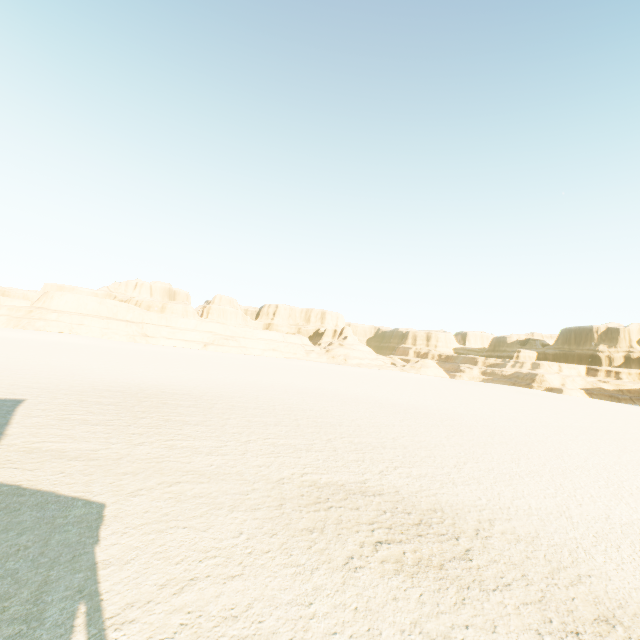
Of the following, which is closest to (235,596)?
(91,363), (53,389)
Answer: (53,389)
